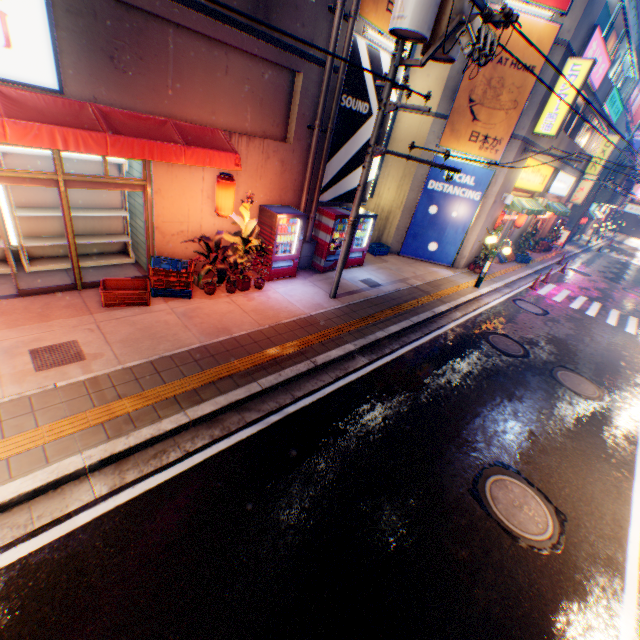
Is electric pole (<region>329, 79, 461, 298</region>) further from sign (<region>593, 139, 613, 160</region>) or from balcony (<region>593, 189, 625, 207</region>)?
balcony (<region>593, 189, 625, 207</region>)

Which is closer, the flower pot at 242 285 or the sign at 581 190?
the flower pot at 242 285

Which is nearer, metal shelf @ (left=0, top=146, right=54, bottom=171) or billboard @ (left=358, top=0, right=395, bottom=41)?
metal shelf @ (left=0, top=146, right=54, bottom=171)

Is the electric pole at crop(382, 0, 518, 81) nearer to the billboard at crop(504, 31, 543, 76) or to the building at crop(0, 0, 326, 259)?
the building at crop(0, 0, 326, 259)

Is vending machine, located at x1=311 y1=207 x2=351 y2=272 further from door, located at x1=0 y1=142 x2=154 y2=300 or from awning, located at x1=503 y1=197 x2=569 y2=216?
awning, located at x1=503 y1=197 x2=569 y2=216

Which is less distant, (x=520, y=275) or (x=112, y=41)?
(x=112, y=41)

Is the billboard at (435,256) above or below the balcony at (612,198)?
below

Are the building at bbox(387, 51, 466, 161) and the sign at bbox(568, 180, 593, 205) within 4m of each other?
no
